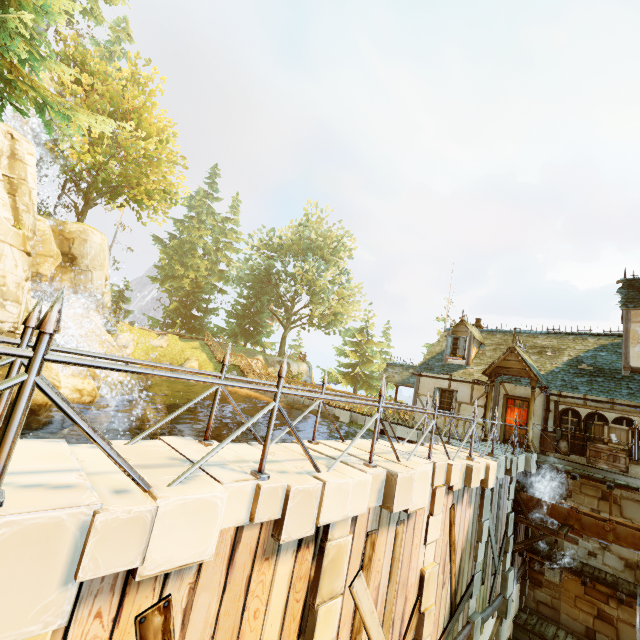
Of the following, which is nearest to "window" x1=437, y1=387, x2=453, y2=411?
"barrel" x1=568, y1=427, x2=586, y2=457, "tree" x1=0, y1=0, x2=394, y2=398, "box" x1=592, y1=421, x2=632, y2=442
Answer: "barrel" x1=568, y1=427, x2=586, y2=457

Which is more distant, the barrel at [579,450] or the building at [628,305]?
the building at [628,305]

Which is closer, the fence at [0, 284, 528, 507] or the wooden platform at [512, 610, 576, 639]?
the fence at [0, 284, 528, 507]

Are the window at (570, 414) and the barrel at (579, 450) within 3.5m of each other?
yes

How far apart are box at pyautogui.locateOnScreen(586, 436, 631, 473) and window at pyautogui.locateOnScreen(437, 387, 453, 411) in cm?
544

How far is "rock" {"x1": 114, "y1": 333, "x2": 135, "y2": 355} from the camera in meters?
27.2 m

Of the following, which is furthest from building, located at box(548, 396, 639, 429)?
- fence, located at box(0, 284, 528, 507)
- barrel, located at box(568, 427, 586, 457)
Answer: barrel, located at box(568, 427, 586, 457)

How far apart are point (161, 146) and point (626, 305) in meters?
33.4
